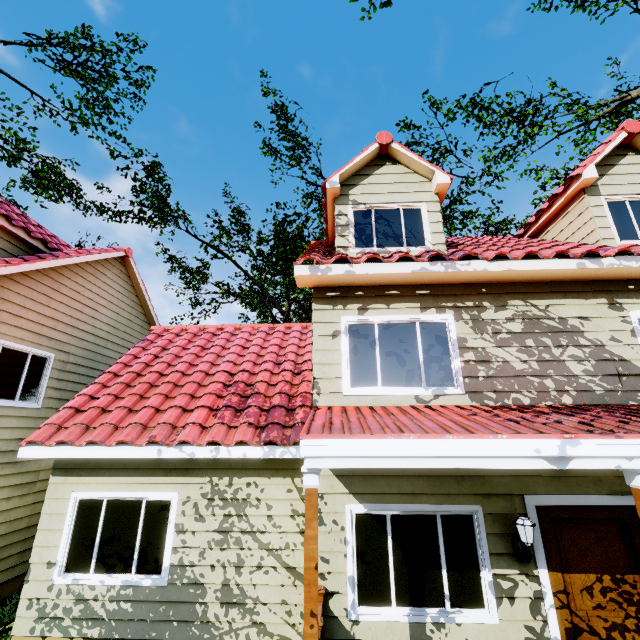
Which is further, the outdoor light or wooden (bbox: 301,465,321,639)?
the outdoor light

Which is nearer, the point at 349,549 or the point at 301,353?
the point at 349,549

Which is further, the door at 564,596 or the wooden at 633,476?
the door at 564,596

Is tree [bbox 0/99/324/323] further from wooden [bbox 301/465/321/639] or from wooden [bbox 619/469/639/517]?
wooden [bbox 301/465/321/639]

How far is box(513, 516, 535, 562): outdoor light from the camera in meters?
4.3

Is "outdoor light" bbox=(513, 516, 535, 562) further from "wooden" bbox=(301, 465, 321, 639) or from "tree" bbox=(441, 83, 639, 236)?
"tree" bbox=(441, 83, 639, 236)

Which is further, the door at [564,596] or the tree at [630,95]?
the tree at [630,95]

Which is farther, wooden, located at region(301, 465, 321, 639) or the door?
the door
